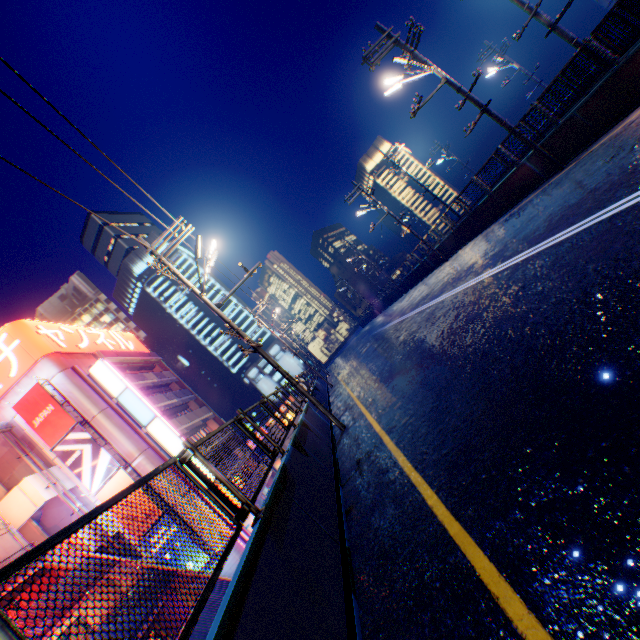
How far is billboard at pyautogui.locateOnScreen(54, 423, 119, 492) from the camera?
22.86m

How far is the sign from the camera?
25.6m

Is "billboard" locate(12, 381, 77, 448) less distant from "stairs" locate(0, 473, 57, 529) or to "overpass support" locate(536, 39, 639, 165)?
"stairs" locate(0, 473, 57, 529)

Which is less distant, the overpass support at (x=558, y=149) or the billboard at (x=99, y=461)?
the overpass support at (x=558, y=149)

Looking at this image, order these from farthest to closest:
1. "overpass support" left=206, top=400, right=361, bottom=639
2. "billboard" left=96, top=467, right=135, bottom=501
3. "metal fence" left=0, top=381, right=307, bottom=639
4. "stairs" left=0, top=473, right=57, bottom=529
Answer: "billboard" left=96, top=467, right=135, bottom=501, "stairs" left=0, top=473, right=57, bottom=529, "overpass support" left=206, top=400, right=361, bottom=639, "metal fence" left=0, top=381, right=307, bottom=639

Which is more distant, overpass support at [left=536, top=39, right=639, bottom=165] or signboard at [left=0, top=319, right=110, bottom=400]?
signboard at [left=0, top=319, right=110, bottom=400]

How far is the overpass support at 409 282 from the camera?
26.9 meters

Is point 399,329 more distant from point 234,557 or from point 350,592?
point 234,557
